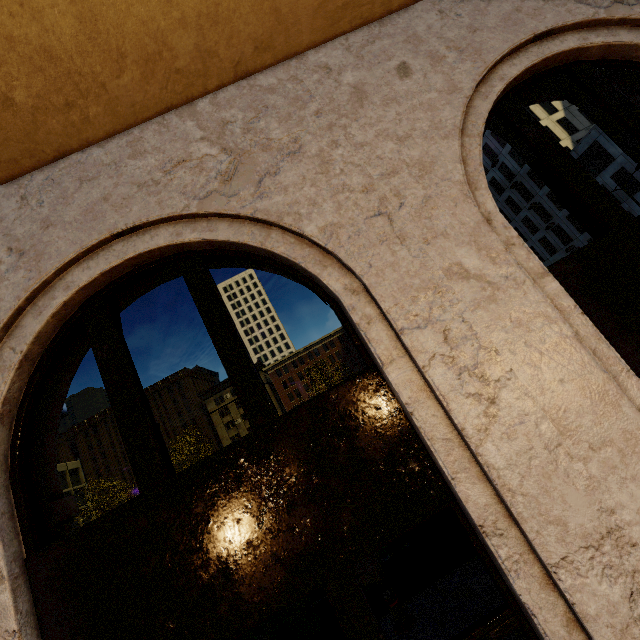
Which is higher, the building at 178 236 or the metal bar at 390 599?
the building at 178 236

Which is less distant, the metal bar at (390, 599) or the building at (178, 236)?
the building at (178, 236)

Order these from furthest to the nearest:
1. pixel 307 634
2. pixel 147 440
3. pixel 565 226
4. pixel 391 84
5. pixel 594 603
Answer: pixel 565 226, pixel 307 634, pixel 391 84, pixel 147 440, pixel 594 603

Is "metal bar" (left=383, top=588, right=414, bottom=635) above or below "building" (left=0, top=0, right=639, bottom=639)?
below

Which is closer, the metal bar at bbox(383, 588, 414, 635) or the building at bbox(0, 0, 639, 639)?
the building at bbox(0, 0, 639, 639)
